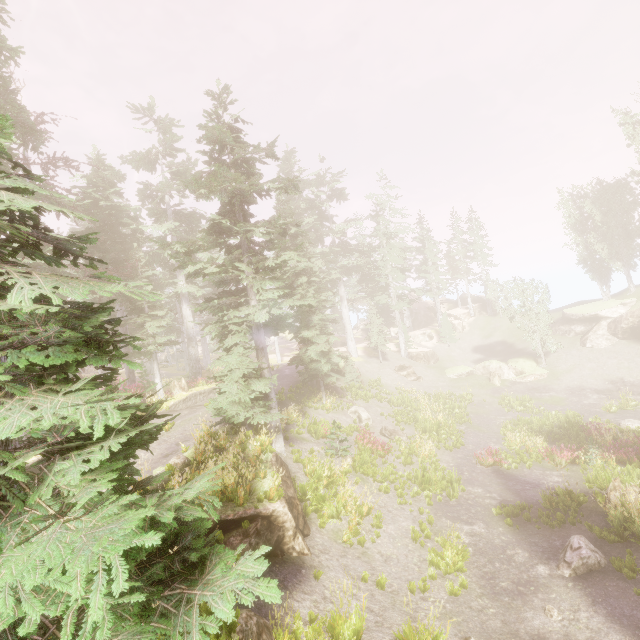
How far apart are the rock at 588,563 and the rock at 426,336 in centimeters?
3613cm

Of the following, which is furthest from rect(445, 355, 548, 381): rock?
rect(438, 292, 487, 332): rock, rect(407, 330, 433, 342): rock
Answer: rect(438, 292, 487, 332): rock

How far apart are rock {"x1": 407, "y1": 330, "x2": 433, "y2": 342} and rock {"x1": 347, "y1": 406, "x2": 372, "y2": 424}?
24.3 meters

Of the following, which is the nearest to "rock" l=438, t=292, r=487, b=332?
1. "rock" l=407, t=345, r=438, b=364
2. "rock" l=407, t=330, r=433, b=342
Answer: "rock" l=407, t=330, r=433, b=342

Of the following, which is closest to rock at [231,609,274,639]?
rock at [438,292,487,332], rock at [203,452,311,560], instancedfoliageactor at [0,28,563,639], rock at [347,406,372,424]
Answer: instancedfoliageactor at [0,28,563,639]

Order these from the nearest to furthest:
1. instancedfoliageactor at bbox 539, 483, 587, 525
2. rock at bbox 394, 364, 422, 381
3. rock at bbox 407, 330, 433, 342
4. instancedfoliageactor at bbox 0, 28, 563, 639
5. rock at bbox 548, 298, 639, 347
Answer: instancedfoliageactor at bbox 0, 28, 563, 639 < instancedfoliageactor at bbox 539, 483, 587, 525 < rock at bbox 548, 298, 639, 347 < rock at bbox 394, 364, 422, 381 < rock at bbox 407, 330, 433, 342

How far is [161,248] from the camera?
14.4 meters

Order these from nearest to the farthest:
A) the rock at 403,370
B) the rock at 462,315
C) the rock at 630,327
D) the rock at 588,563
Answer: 1. the rock at 588,563
2. the rock at 630,327
3. the rock at 403,370
4. the rock at 462,315
